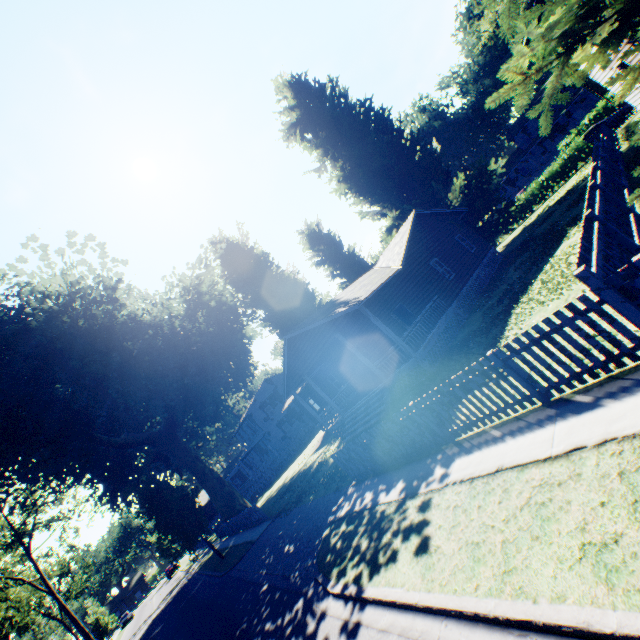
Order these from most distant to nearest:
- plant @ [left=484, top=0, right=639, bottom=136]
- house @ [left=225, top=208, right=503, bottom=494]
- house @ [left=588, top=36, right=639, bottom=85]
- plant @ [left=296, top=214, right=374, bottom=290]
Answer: plant @ [left=296, top=214, right=374, bottom=290]
house @ [left=225, top=208, right=503, bottom=494]
house @ [left=588, top=36, right=639, bottom=85]
plant @ [left=484, top=0, right=639, bottom=136]

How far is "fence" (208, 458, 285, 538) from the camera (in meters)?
21.08

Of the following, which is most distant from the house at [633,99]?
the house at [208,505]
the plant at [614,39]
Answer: the house at [208,505]

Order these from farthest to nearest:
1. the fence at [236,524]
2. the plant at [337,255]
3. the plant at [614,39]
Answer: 1. the plant at [337,255]
2. the fence at [236,524]
3. the plant at [614,39]

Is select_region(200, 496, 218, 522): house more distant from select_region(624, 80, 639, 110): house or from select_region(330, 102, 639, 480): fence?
select_region(330, 102, 639, 480): fence

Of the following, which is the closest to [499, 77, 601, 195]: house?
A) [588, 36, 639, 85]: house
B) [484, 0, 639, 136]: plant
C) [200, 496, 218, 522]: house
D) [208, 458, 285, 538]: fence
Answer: [484, 0, 639, 136]: plant

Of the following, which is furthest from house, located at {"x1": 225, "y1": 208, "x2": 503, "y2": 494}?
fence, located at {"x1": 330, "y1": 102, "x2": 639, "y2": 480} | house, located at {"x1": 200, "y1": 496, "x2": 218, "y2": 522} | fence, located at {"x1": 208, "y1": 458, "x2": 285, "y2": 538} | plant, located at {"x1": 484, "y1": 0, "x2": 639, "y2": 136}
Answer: house, located at {"x1": 200, "y1": 496, "x2": 218, "y2": 522}

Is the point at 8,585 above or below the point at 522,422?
above
